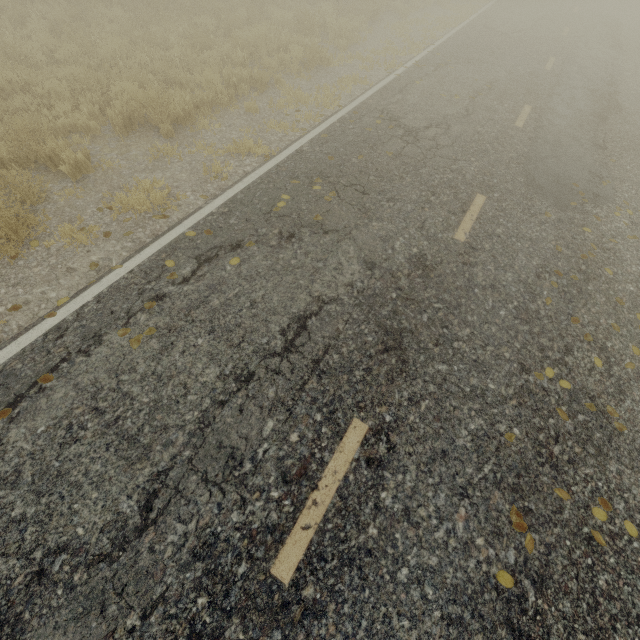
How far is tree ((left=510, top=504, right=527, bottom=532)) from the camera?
3.0m

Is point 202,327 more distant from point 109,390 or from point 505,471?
point 505,471

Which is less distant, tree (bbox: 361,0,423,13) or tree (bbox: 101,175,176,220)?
tree (bbox: 101,175,176,220)

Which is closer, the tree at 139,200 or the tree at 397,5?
the tree at 139,200

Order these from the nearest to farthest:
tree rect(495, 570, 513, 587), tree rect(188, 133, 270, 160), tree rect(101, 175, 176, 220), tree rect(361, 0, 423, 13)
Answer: tree rect(495, 570, 513, 587), tree rect(101, 175, 176, 220), tree rect(188, 133, 270, 160), tree rect(361, 0, 423, 13)
